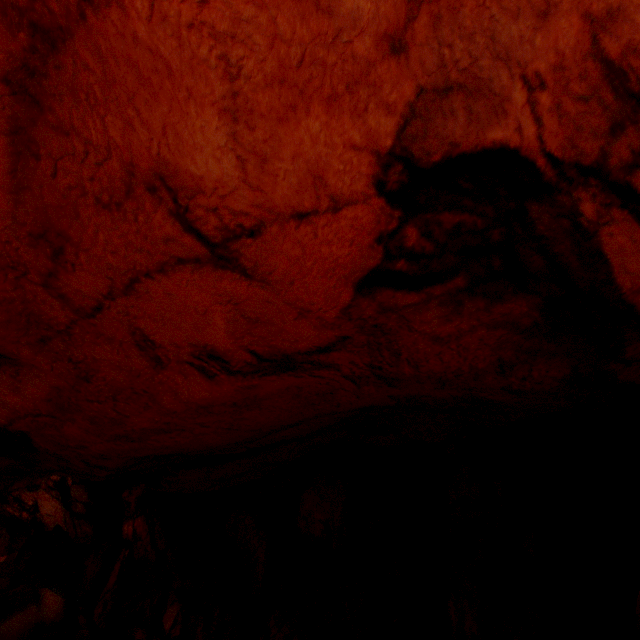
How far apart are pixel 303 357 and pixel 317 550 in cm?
1286
